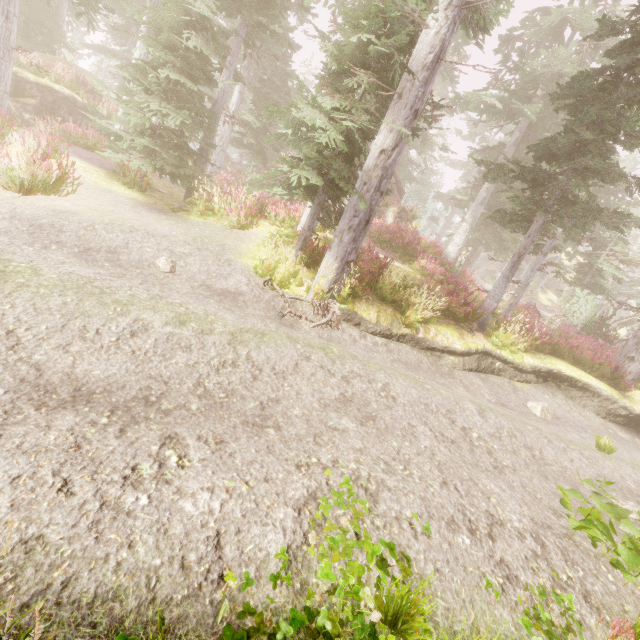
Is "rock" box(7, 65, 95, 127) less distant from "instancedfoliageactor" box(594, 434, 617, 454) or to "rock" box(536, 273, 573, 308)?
"instancedfoliageactor" box(594, 434, 617, 454)

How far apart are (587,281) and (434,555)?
26.9 meters

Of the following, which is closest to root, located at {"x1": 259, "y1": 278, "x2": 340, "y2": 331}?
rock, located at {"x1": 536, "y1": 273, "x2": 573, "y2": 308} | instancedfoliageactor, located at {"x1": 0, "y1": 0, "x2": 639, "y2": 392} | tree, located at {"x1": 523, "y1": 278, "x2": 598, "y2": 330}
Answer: instancedfoliageactor, located at {"x1": 0, "y1": 0, "x2": 639, "y2": 392}

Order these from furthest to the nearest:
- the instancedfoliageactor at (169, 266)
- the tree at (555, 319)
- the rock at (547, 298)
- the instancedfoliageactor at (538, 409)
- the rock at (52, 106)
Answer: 1. the rock at (547, 298)
2. the tree at (555, 319)
3. the rock at (52, 106)
4. the instancedfoliageactor at (538, 409)
5. the instancedfoliageactor at (169, 266)

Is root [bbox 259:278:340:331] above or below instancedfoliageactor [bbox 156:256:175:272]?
above

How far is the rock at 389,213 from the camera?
20.2 meters

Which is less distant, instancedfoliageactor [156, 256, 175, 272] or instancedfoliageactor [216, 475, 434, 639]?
instancedfoliageactor [216, 475, 434, 639]
